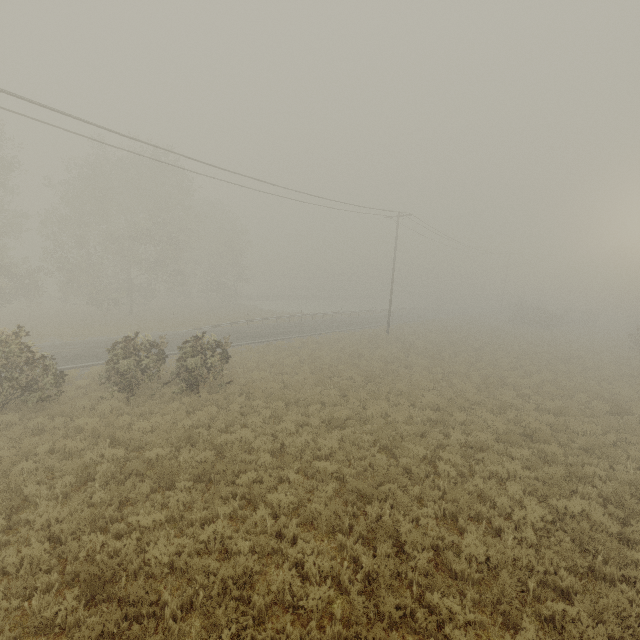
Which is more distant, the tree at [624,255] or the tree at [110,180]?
the tree at [624,255]

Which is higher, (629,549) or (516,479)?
(629,549)

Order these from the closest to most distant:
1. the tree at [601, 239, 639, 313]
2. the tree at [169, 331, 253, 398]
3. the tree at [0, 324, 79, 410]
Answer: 1. the tree at [0, 324, 79, 410]
2. the tree at [169, 331, 253, 398]
3. the tree at [601, 239, 639, 313]

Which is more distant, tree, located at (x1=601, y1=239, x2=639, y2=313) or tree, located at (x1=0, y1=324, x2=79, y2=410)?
tree, located at (x1=601, y1=239, x2=639, y2=313)

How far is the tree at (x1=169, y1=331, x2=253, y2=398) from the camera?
14.19m

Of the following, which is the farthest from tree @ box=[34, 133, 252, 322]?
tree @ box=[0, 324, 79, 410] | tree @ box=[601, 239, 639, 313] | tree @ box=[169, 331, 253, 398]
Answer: tree @ box=[601, 239, 639, 313]

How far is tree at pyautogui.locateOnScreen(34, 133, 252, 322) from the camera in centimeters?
2975cm

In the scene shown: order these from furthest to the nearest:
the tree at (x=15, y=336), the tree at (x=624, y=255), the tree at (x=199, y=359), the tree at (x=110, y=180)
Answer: the tree at (x=624, y=255), the tree at (x=110, y=180), the tree at (x=199, y=359), the tree at (x=15, y=336)
